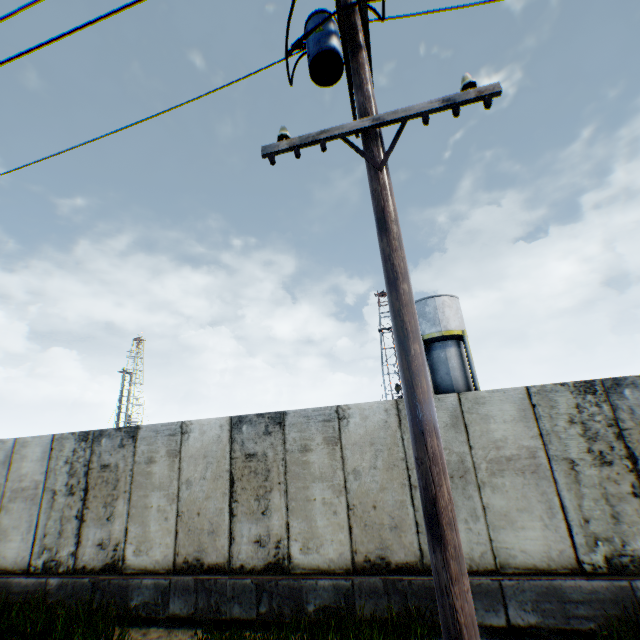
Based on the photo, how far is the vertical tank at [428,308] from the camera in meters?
23.0 m

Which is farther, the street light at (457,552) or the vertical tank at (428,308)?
the vertical tank at (428,308)

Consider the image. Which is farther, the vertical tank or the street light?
the vertical tank

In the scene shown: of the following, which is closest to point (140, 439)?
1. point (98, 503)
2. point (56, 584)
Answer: point (98, 503)

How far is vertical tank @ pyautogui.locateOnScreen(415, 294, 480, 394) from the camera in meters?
23.0
